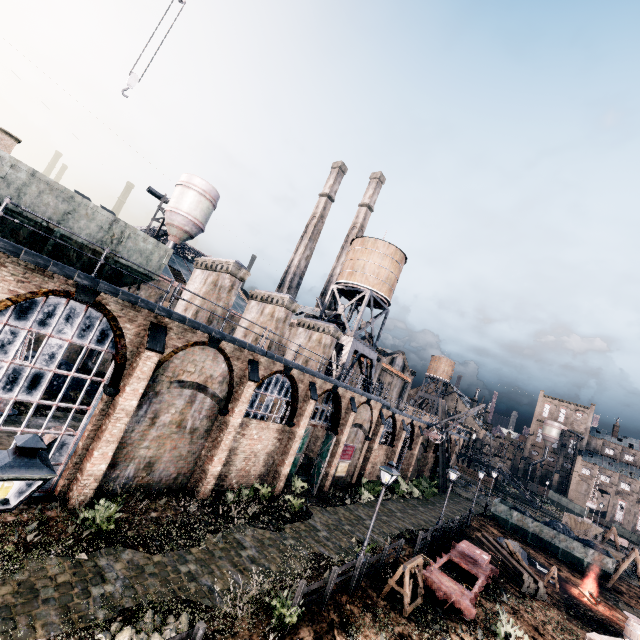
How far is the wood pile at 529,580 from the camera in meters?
21.2

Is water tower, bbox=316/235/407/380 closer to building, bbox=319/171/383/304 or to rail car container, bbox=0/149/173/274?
building, bbox=319/171/383/304

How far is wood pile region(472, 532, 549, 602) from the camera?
21.2 meters

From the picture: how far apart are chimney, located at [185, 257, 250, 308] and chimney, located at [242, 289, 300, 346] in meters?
3.8

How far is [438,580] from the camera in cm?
1661

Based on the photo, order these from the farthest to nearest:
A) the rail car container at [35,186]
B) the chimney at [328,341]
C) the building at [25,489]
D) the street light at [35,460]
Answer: the chimney at [328,341]
the building at [25,489]
the rail car container at [35,186]
the street light at [35,460]

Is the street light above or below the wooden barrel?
above

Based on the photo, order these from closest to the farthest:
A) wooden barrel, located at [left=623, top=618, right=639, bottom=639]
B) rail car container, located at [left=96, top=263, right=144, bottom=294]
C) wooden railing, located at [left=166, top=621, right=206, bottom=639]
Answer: wooden railing, located at [left=166, top=621, right=206, bottom=639]
rail car container, located at [left=96, top=263, right=144, bottom=294]
wooden barrel, located at [left=623, top=618, right=639, bottom=639]
